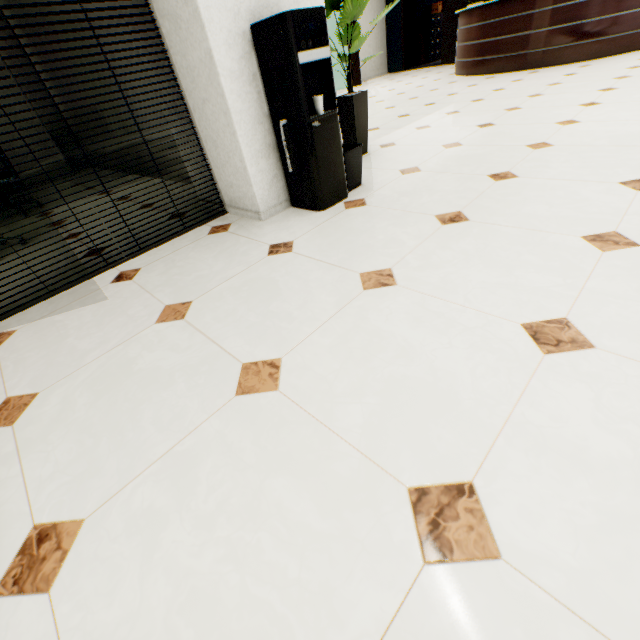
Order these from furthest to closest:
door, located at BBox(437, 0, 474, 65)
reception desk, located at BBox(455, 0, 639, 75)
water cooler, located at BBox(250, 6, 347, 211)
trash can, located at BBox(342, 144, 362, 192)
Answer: door, located at BBox(437, 0, 474, 65), reception desk, located at BBox(455, 0, 639, 75), trash can, located at BBox(342, 144, 362, 192), water cooler, located at BBox(250, 6, 347, 211)

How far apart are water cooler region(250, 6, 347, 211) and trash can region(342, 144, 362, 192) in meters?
0.0 m

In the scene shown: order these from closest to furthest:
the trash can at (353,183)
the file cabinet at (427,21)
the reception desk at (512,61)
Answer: the trash can at (353,183) < the reception desk at (512,61) < the file cabinet at (427,21)

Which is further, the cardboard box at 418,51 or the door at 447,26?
the cardboard box at 418,51

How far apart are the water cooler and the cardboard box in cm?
1304

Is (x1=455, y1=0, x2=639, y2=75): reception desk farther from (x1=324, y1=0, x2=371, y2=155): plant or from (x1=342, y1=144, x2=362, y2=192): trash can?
(x1=342, y1=144, x2=362, y2=192): trash can

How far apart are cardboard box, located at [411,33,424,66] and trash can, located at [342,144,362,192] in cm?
1288

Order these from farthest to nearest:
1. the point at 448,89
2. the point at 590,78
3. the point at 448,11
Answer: the point at 448,11
the point at 448,89
the point at 590,78
